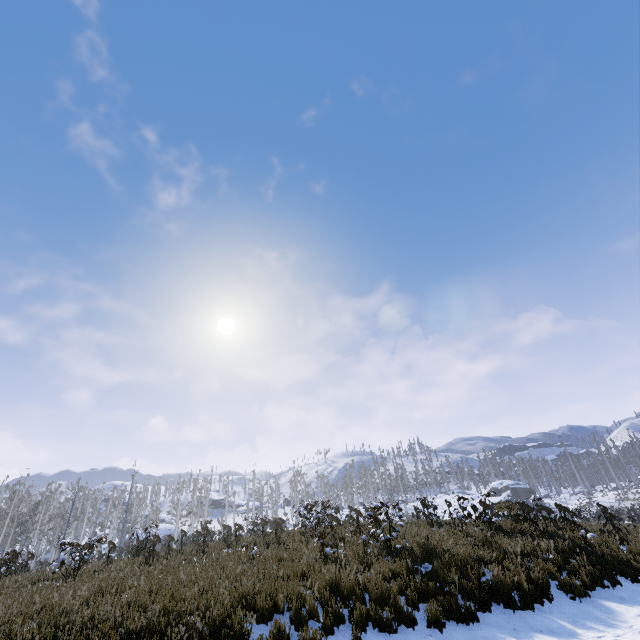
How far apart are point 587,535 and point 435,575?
4.94m
